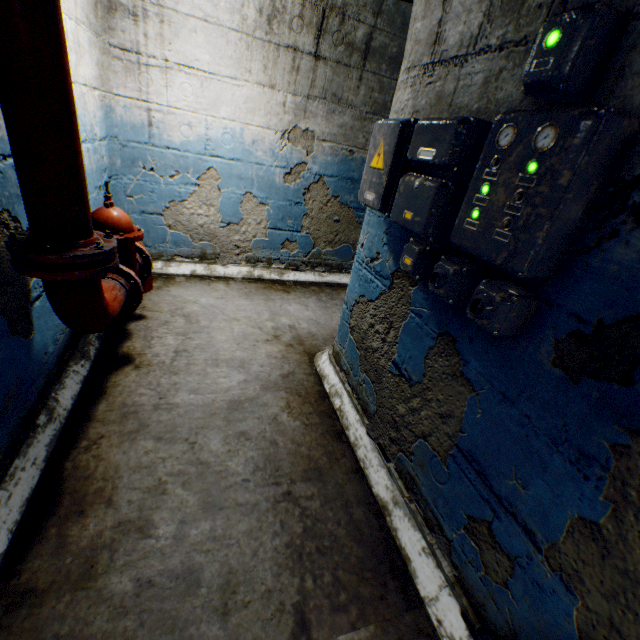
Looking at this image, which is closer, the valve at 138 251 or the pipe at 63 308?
the pipe at 63 308

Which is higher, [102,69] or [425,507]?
[102,69]

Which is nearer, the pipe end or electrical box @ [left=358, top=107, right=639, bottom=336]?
electrical box @ [left=358, top=107, right=639, bottom=336]

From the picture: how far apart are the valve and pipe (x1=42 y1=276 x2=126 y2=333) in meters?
0.1

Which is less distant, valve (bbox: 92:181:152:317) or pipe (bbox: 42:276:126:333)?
pipe (bbox: 42:276:126:333)

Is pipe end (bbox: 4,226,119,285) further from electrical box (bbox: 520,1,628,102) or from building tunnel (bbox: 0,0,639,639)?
electrical box (bbox: 520,1,628,102)

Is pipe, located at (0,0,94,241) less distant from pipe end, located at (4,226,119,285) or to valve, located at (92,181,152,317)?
pipe end, located at (4,226,119,285)

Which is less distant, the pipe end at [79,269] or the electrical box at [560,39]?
the electrical box at [560,39]
